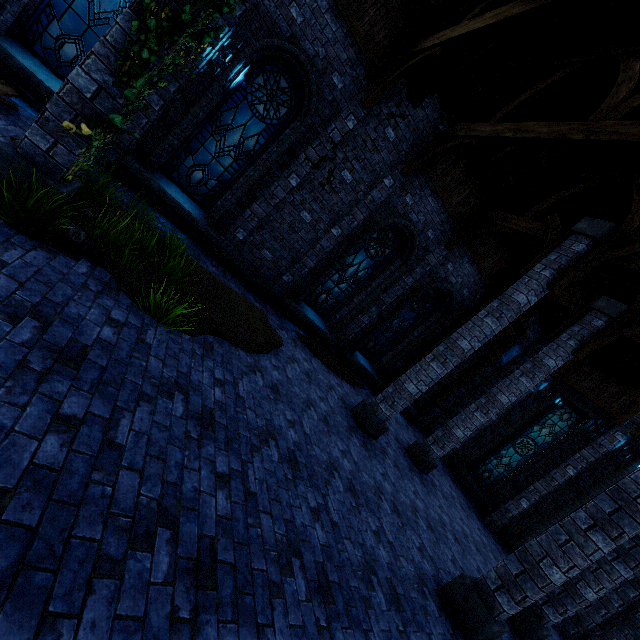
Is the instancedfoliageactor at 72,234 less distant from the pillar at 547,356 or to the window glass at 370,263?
the window glass at 370,263

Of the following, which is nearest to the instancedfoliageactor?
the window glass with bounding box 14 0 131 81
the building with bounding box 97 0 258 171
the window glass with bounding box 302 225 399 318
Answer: the building with bounding box 97 0 258 171

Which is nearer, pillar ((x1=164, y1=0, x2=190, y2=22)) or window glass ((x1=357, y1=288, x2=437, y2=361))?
pillar ((x1=164, y1=0, x2=190, y2=22))

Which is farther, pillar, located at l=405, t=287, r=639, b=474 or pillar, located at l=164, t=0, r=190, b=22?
pillar, located at l=405, t=287, r=639, b=474

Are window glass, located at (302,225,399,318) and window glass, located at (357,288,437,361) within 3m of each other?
yes

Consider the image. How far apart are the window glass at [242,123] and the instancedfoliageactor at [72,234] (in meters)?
4.08

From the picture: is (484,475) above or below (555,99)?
below

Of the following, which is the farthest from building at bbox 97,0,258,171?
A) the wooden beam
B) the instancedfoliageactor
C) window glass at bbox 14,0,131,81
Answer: the instancedfoliageactor
